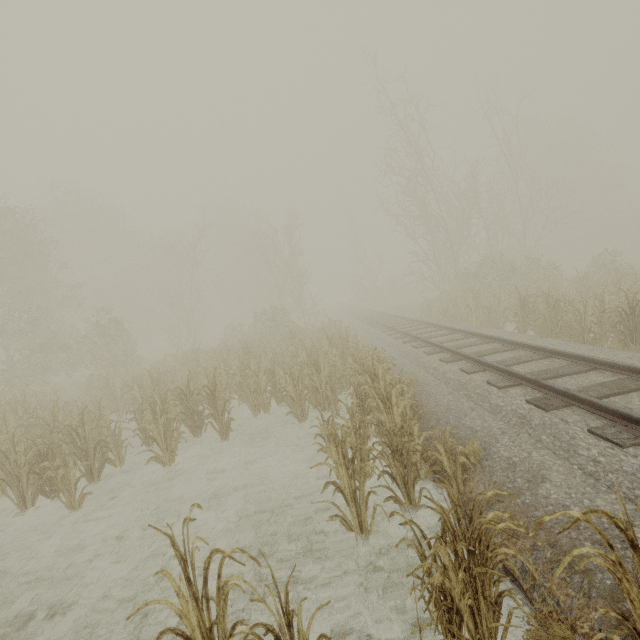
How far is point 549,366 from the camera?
7.0 meters

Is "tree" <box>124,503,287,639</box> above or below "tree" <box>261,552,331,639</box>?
below

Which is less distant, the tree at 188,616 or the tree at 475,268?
the tree at 188,616

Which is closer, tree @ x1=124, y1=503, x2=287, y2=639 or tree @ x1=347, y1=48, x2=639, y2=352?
tree @ x1=124, y1=503, x2=287, y2=639

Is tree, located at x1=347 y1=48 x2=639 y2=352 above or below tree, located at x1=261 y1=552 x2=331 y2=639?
below

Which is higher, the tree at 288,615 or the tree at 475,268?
the tree at 288,615
